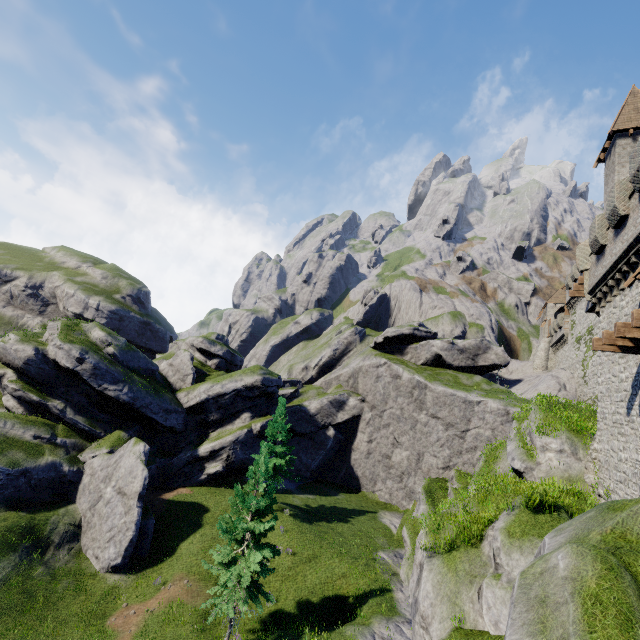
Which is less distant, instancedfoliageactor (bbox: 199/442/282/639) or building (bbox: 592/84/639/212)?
instancedfoliageactor (bbox: 199/442/282/639)

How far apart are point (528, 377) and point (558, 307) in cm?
1413

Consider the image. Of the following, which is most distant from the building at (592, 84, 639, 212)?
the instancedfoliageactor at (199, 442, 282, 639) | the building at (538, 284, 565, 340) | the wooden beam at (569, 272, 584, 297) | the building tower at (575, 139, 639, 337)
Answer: the building at (538, 284, 565, 340)

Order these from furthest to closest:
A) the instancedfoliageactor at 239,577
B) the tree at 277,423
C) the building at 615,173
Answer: the tree at 277,423, the building at 615,173, the instancedfoliageactor at 239,577

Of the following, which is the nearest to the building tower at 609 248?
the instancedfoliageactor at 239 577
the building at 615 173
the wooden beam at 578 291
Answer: the building at 615 173

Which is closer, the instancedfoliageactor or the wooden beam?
the instancedfoliageactor

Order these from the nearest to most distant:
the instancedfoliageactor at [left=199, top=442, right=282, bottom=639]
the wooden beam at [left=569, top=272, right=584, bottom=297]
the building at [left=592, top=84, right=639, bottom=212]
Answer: the instancedfoliageactor at [left=199, top=442, right=282, bottom=639] → the wooden beam at [left=569, top=272, right=584, bottom=297] → the building at [left=592, top=84, right=639, bottom=212]

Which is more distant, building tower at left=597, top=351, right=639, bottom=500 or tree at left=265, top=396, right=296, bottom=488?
tree at left=265, top=396, right=296, bottom=488
